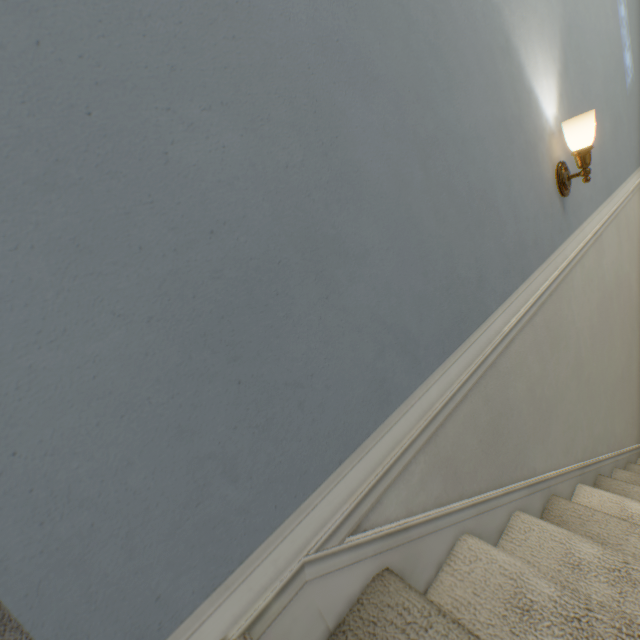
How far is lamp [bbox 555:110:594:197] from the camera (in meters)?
1.21

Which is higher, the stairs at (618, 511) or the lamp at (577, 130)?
the lamp at (577, 130)

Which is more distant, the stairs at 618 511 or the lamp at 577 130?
the lamp at 577 130

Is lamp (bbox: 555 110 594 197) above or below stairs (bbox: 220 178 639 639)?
above

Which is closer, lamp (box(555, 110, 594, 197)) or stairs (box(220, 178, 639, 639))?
stairs (box(220, 178, 639, 639))

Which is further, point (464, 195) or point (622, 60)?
point (622, 60)
